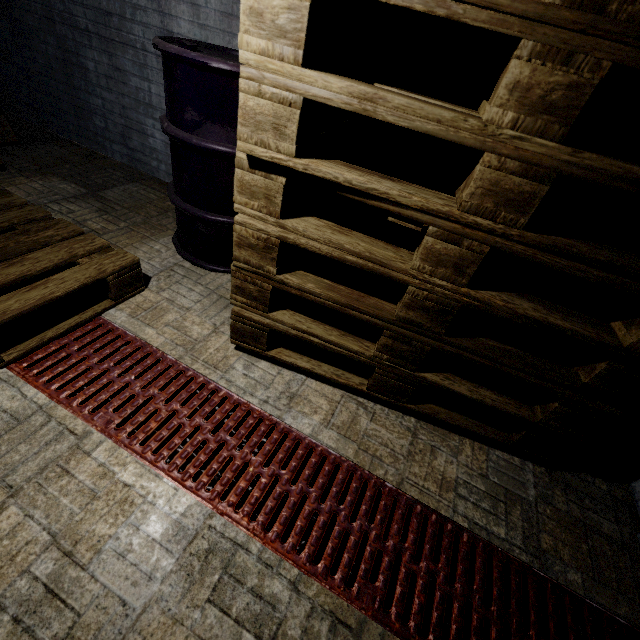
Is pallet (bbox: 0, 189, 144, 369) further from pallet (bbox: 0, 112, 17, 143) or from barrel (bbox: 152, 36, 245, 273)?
pallet (bbox: 0, 112, 17, 143)

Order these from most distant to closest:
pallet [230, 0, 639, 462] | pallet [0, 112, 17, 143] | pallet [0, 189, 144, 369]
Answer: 1. pallet [0, 112, 17, 143]
2. pallet [0, 189, 144, 369]
3. pallet [230, 0, 639, 462]

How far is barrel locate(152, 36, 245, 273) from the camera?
1.4m

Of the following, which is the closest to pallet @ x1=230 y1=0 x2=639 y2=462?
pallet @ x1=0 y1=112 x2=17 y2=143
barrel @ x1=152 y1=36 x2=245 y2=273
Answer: barrel @ x1=152 y1=36 x2=245 y2=273

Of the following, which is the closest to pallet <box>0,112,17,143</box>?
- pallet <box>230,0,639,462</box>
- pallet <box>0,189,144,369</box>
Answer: pallet <box>0,189,144,369</box>

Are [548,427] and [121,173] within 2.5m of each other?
no

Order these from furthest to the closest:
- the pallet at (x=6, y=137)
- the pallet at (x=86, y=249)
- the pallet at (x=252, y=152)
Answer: the pallet at (x=6, y=137), the pallet at (x=86, y=249), the pallet at (x=252, y=152)

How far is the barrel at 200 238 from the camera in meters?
1.4 m
